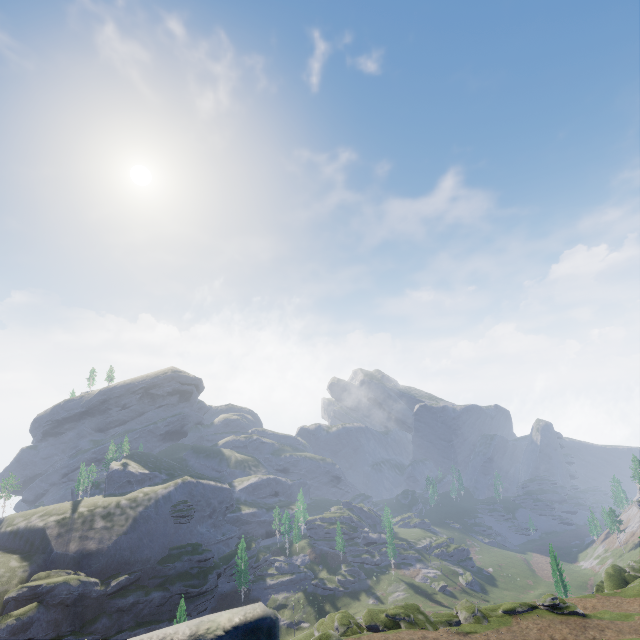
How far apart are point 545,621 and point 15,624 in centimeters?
9096cm
